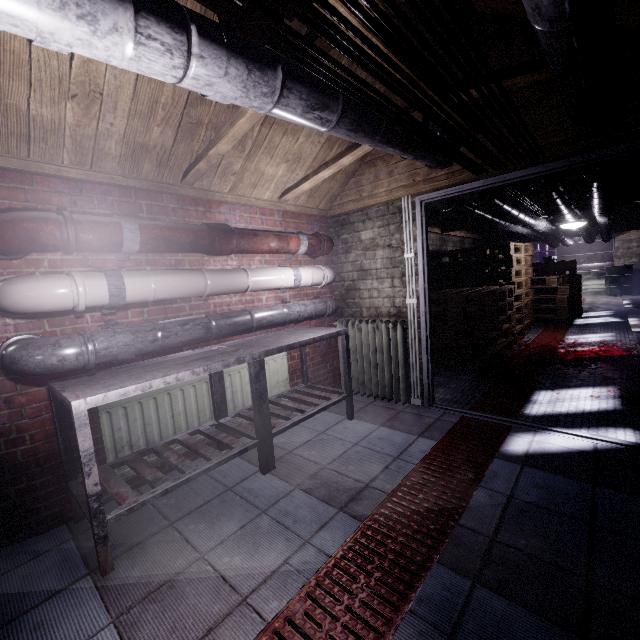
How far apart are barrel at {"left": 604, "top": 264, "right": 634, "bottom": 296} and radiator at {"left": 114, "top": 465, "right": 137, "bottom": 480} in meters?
13.6 m

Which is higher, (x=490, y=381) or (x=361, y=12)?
(x=361, y=12)

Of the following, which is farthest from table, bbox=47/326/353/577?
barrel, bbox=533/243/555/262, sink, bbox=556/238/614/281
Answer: sink, bbox=556/238/614/281

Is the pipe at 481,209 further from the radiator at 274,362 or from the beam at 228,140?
the radiator at 274,362

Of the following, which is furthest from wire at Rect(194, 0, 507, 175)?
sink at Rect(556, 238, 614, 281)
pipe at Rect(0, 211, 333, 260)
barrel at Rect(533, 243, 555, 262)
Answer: sink at Rect(556, 238, 614, 281)

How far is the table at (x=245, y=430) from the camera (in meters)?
1.48

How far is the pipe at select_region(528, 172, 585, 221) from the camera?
2.4m

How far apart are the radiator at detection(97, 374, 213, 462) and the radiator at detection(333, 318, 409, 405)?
1.5m
